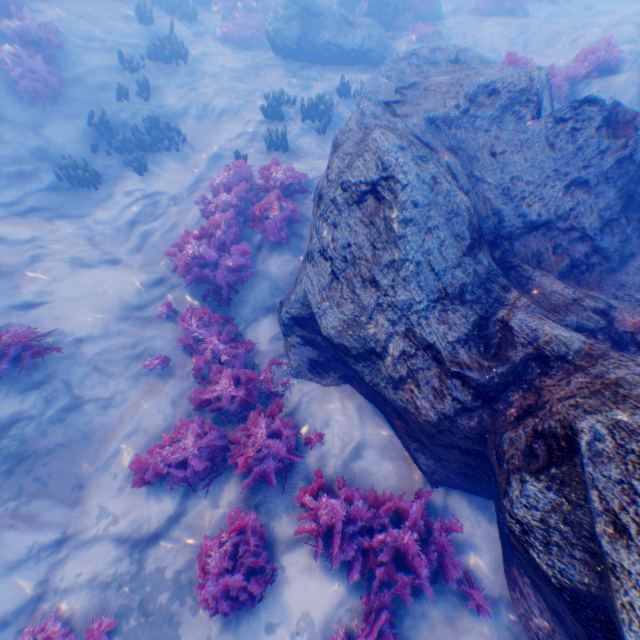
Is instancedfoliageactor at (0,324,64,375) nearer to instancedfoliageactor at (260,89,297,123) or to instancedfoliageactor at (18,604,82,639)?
instancedfoliageactor at (18,604,82,639)

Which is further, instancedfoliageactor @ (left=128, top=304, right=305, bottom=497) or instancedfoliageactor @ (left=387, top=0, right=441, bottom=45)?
instancedfoliageactor @ (left=387, top=0, right=441, bottom=45)

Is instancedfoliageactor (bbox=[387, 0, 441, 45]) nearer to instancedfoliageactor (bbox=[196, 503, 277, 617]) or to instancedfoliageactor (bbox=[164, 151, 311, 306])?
instancedfoliageactor (bbox=[164, 151, 311, 306])

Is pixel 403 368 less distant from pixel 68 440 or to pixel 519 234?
pixel 519 234

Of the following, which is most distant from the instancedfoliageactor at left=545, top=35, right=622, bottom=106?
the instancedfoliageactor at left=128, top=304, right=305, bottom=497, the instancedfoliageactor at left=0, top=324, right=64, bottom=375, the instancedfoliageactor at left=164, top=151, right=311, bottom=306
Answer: the instancedfoliageactor at left=0, top=324, right=64, bottom=375

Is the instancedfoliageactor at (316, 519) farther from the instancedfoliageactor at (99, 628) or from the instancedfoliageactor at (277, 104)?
the instancedfoliageactor at (277, 104)

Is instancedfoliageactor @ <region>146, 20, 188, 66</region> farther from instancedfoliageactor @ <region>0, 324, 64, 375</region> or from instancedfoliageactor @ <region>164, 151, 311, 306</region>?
instancedfoliageactor @ <region>0, 324, 64, 375</region>

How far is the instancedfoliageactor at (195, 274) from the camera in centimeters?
752cm
